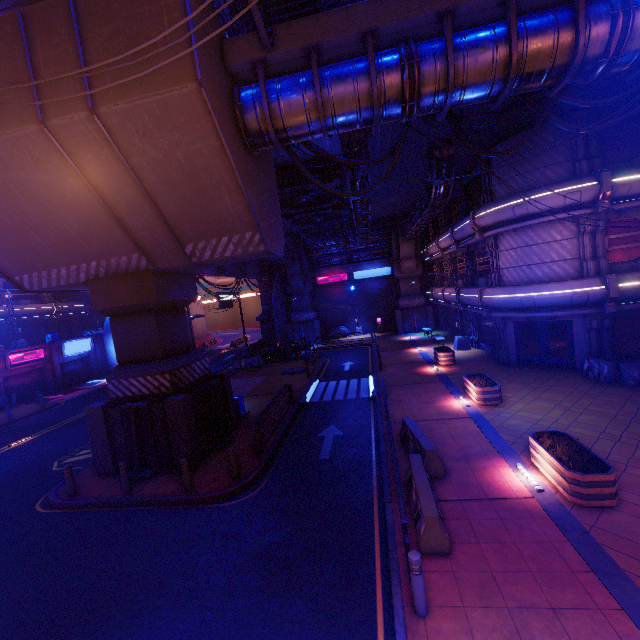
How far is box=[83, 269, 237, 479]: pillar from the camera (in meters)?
11.70

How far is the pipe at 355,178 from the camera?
14.3m

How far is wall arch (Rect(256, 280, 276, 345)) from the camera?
40.5 meters

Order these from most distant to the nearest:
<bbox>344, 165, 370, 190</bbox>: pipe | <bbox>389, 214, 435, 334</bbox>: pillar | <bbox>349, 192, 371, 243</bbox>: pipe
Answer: <bbox>389, 214, 435, 334</bbox>: pillar, <bbox>349, 192, 371, 243</bbox>: pipe, <bbox>344, 165, 370, 190</bbox>: pipe

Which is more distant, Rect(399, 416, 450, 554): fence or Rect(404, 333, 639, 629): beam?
Rect(399, 416, 450, 554): fence

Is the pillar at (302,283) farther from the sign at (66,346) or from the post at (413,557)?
the post at (413,557)

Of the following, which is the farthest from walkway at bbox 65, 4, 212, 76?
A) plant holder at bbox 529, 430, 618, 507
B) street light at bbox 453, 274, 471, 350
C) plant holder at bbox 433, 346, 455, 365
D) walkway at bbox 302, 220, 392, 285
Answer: street light at bbox 453, 274, 471, 350

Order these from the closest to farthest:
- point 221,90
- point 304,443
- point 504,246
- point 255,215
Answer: point 221,90 → point 255,215 → point 304,443 → point 504,246
